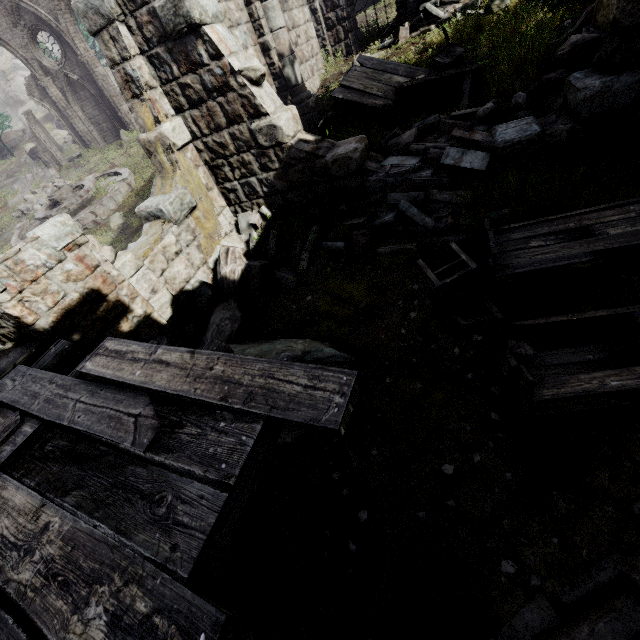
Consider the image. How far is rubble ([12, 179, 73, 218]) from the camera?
19.64m

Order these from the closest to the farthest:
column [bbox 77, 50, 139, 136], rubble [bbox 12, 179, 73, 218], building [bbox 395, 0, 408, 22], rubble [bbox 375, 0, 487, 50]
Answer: rubble [bbox 375, 0, 487, 50] < building [bbox 395, 0, 408, 22] < rubble [bbox 12, 179, 73, 218] < column [bbox 77, 50, 139, 136]

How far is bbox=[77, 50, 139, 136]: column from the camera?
20.71m

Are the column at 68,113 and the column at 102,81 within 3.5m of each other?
yes

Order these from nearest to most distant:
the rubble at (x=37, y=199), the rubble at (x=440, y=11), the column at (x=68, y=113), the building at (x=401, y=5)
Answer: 1. the rubble at (x=440, y=11)
2. the building at (x=401, y=5)
3. the rubble at (x=37, y=199)
4. the column at (x=68, y=113)

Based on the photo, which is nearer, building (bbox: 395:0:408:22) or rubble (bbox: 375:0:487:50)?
rubble (bbox: 375:0:487:50)

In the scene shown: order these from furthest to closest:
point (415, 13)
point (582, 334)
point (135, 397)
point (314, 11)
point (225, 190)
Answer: point (314, 11) → point (415, 13) → point (225, 190) → point (582, 334) → point (135, 397)

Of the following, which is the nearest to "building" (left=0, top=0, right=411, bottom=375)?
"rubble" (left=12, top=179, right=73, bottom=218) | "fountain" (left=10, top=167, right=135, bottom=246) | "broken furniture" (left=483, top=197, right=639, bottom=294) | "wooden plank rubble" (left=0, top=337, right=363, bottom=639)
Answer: "wooden plank rubble" (left=0, top=337, right=363, bottom=639)
